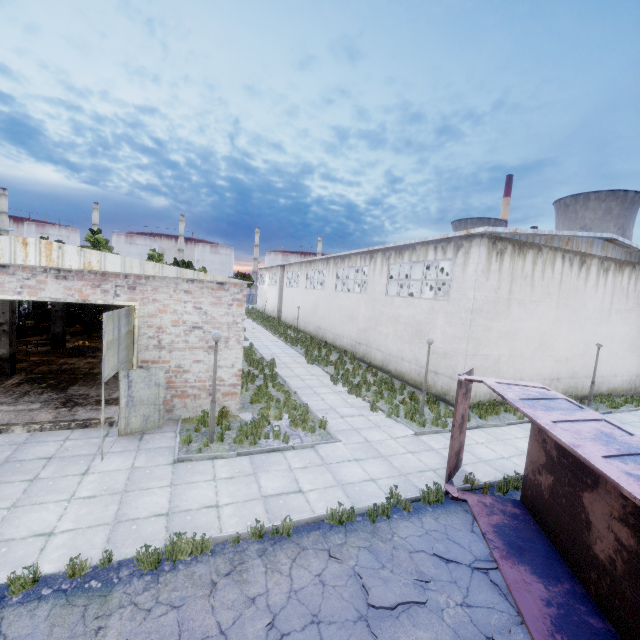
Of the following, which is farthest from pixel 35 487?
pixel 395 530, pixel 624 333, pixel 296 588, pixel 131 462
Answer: pixel 624 333

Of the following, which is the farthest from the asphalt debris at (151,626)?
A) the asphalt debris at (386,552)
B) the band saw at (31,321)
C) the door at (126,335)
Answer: the band saw at (31,321)

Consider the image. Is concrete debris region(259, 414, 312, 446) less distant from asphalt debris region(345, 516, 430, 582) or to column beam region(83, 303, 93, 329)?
asphalt debris region(345, 516, 430, 582)

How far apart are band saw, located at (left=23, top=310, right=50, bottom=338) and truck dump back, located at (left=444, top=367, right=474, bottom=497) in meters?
24.9

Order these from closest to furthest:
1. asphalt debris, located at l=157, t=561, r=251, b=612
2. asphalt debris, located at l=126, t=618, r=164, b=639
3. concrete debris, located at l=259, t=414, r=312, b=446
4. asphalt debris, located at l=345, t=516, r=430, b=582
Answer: asphalt debris, located at l=126, t=618, r=164, b=639 < asphalt debris, located at l=157, t=561, r=251, b=612 < asphalt debris, located at l=345, t=516, r=430, b=582 < concrete debris, located at l=259, t=414, r=312, b=446

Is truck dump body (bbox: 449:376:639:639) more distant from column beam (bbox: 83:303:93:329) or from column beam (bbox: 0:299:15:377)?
column beam (bbox: 83:303:93:329)

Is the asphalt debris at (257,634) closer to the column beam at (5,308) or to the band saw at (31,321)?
the column beam at (5,308)

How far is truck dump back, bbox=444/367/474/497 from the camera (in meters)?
8.22
